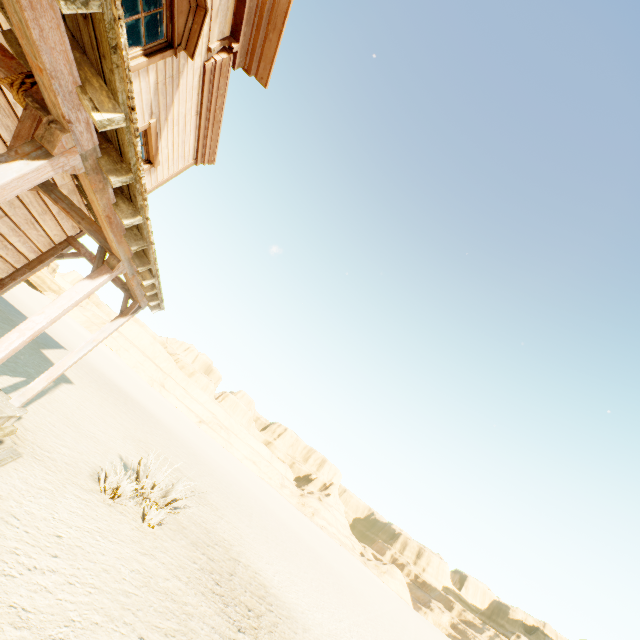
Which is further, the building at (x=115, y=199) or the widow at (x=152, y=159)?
the widow at (x=152, y=159)

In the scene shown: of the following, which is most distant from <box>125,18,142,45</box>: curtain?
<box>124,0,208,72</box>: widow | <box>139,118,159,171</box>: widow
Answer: <box>139,118,159,171</box>: widow

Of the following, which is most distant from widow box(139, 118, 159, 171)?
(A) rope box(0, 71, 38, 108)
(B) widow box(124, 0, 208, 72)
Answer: (A) rope box(0, 71, 38, 108)

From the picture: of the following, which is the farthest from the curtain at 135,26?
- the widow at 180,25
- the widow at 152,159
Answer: the widow at 152,159

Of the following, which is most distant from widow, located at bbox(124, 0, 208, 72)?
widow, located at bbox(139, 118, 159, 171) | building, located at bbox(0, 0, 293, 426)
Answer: widow, located at bbox(139, 118, 159, 171)

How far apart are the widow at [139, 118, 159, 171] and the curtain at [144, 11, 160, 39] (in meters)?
1.16

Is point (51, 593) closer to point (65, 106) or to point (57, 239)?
point (65, 106)
